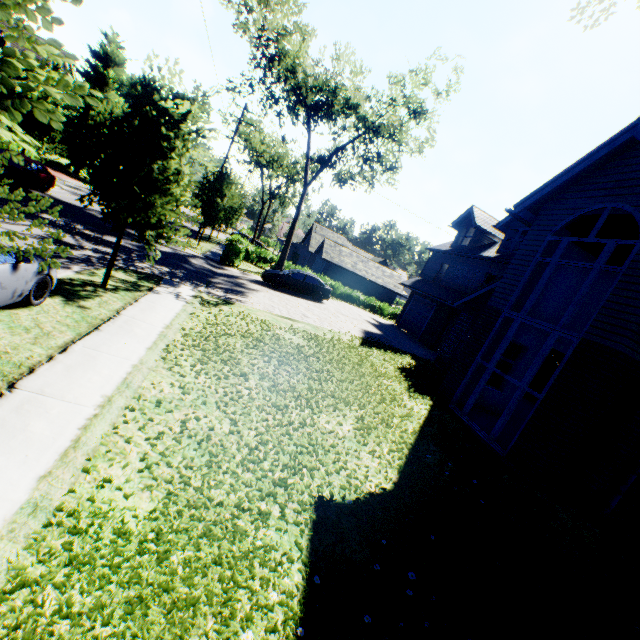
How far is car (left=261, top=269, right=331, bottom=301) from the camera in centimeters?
2138cm

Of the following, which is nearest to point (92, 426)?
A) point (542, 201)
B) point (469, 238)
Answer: point (542, 201)

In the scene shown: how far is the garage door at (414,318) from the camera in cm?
2420

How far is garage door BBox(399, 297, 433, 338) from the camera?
24.20m

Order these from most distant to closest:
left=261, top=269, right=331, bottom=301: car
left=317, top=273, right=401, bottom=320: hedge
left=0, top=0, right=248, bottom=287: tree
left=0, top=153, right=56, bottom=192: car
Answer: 1. left=317, top=273, right=401, bottom=320: hedge
2. left=261, top=269, right=331, bottom=301: car
3. left=0, top=153, right=56, bottom=192: car
4. left=0, top=0, right=248, bottom=287: tree

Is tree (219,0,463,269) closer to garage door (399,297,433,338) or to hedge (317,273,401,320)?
hedge (317,273,401,320)

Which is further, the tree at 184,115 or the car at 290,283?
the car at 290,283

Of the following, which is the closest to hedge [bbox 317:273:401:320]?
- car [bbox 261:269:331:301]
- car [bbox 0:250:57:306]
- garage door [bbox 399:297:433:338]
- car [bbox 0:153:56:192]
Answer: garage door [bbox 399:297:433:338]
